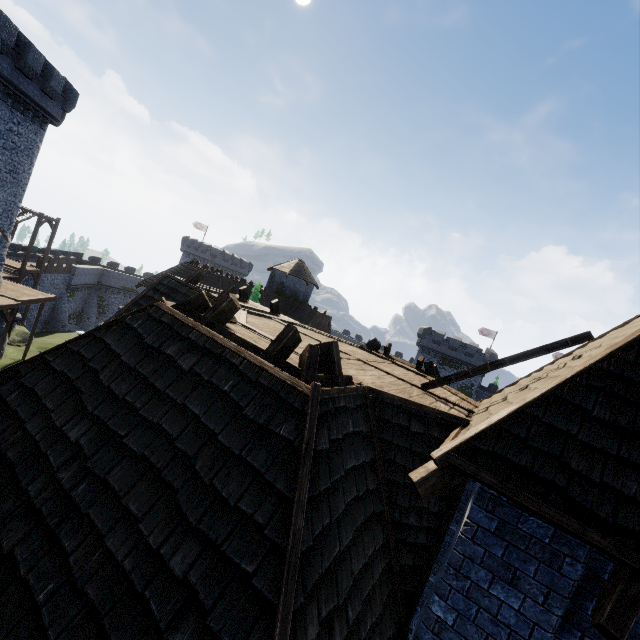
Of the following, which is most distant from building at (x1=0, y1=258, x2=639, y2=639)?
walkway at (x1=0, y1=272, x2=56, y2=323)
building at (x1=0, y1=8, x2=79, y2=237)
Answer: building at (x1=0, y1=8, x2=79, y2=237)

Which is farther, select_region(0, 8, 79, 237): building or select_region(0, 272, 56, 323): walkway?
select_region(0, 272, 56, 323): walkway

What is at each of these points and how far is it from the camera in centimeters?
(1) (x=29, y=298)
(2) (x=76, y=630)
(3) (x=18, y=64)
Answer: (1) walkway, 2620cm
(2) building, 237cm
(3) building, 2009cm

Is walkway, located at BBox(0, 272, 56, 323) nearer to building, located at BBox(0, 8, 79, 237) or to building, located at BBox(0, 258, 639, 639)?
building, located at BBox(0, 8, 79, 237)

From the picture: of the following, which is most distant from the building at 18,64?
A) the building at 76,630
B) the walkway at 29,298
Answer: the building at 76,630

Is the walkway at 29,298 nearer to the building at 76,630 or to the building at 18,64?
the building at 18,64
